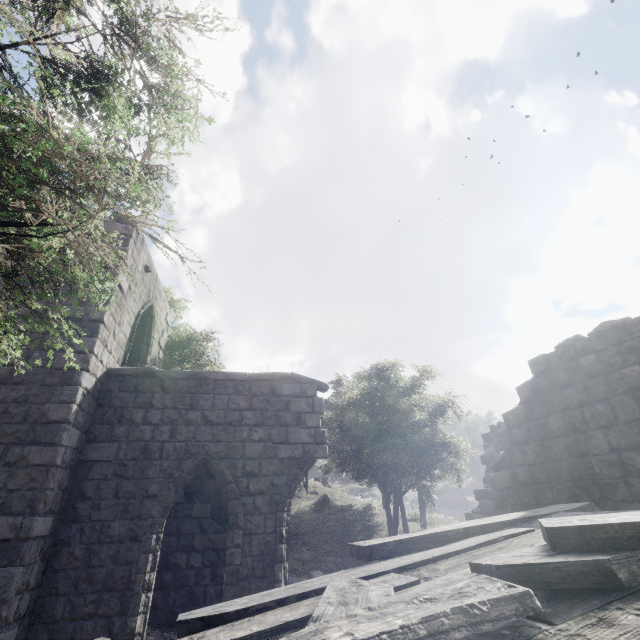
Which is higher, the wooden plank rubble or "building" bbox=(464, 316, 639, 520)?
"building" bbox=(464, 316, 639, 520)

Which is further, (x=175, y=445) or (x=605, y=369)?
(x=175, y=445)

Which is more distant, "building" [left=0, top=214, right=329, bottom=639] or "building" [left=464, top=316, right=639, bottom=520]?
"building" [left=0, top=214, right=329, bottom=639]

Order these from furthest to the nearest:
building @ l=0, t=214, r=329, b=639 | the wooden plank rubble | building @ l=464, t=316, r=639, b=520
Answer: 1. building @ l=0, t=214, r=329, b=639
2. building @ l=464, t=316, r=639, b=520
3. the wooden plank rubble

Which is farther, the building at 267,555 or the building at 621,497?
the building at 267,555

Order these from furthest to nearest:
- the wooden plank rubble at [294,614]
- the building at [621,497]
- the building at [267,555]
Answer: the building at [267,555]
the building at [621,497]
the wooden plank rubble at [294,614]

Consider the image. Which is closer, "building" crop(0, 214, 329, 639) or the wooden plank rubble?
the wooden plank rubble
